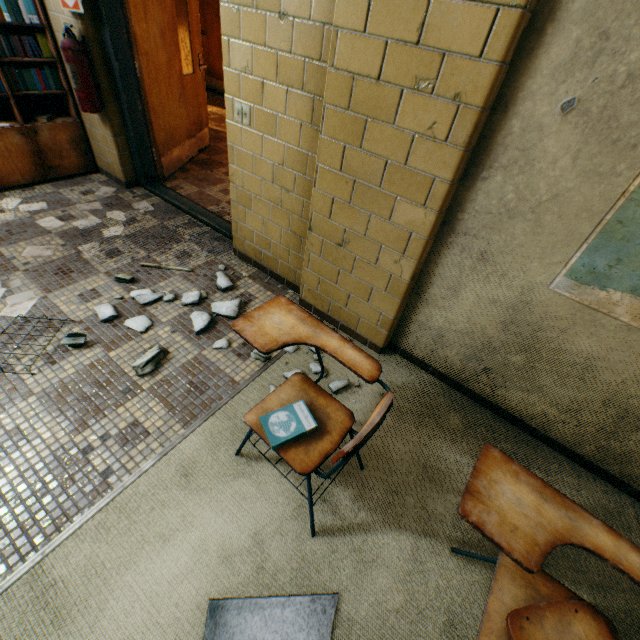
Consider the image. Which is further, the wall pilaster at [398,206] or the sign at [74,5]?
the sign at [74,5]

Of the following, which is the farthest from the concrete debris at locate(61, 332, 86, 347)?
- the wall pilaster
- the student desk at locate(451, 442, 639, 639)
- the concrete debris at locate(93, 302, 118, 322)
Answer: the student desk at locate(451, 442, 639, 639)

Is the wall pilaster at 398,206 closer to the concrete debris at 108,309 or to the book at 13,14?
the concrete debris at 108,309

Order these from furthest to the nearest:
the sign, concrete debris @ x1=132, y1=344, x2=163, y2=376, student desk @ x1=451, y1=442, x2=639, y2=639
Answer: the sign < concrete debris @ x1=132, y1=344, x2=163, y2=376 < student desk @ x1=451, y1=442, x2=639, y2=639

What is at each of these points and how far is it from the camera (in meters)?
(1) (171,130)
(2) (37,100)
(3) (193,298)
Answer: (1) door, 3.75
(2) bookcase, 3.31
(3) concrete debris, 2.45

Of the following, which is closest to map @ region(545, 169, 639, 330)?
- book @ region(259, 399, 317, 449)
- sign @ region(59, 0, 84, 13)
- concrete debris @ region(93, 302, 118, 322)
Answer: book @ region(259, 399, 317, 449)

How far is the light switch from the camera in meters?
2.1 m

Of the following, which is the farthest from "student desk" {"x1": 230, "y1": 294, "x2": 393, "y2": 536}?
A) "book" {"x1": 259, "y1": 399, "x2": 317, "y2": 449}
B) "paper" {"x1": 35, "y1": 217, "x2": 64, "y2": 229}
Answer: "paper" {"x1": 35, "y1": 217, "x2": 64, "y2": 229}
